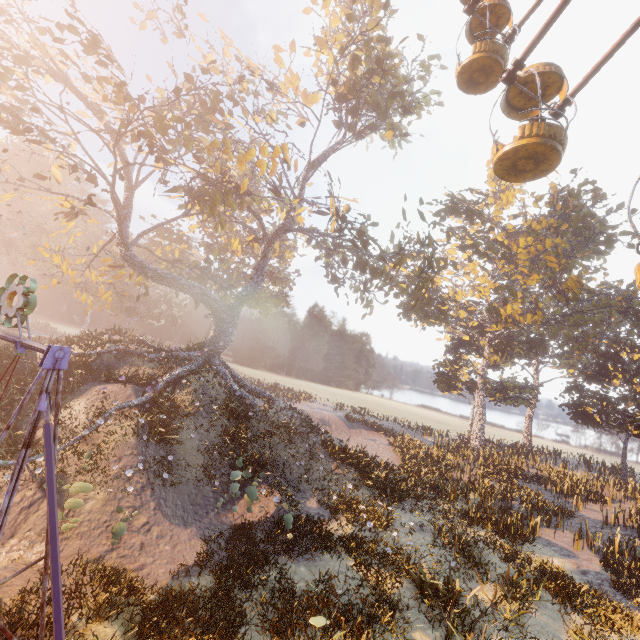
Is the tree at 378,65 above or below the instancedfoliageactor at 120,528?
above

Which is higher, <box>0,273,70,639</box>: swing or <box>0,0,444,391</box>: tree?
<box>0,0,444,391</box>: tree

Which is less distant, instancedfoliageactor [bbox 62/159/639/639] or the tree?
instancedfoliageactor [bbox 62/159/639/639]

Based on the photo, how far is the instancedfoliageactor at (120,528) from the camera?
9.5m

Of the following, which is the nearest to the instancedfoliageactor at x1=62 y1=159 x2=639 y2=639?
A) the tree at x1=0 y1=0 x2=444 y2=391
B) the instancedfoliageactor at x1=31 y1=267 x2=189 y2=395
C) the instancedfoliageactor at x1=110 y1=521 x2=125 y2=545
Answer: the tree at x1=0 y1=0 x2=444 y2=391

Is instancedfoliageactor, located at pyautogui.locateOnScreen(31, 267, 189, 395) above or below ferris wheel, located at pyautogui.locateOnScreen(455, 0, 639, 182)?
below

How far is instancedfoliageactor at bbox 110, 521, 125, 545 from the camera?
9.5 meters

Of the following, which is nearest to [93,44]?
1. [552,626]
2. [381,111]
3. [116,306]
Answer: [381,111]
